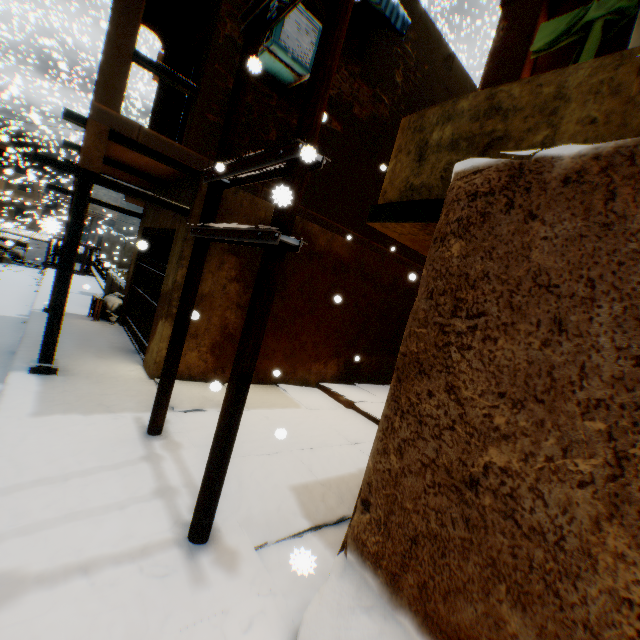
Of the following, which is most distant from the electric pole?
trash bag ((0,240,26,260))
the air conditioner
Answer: trash bag ((0,240,26,260))

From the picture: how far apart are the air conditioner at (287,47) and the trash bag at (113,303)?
6.89m

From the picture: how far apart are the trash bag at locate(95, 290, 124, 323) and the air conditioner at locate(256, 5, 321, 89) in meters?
6.9

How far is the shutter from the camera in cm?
1655

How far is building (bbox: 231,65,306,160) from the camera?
5.84m

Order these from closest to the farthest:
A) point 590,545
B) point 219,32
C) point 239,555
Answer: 1. point 590,545
2. point 239,555
3. point 219,32

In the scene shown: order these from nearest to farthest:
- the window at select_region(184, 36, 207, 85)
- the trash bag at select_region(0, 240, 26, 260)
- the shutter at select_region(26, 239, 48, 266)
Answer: the window at select_region(184, 36, 207, 85)
the trash bag at select_region(0, 240, 26, 260)
the shutter at select_region(26, 239, 48, 266)

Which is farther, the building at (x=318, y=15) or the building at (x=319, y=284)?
the building at (x=318, y=15)
